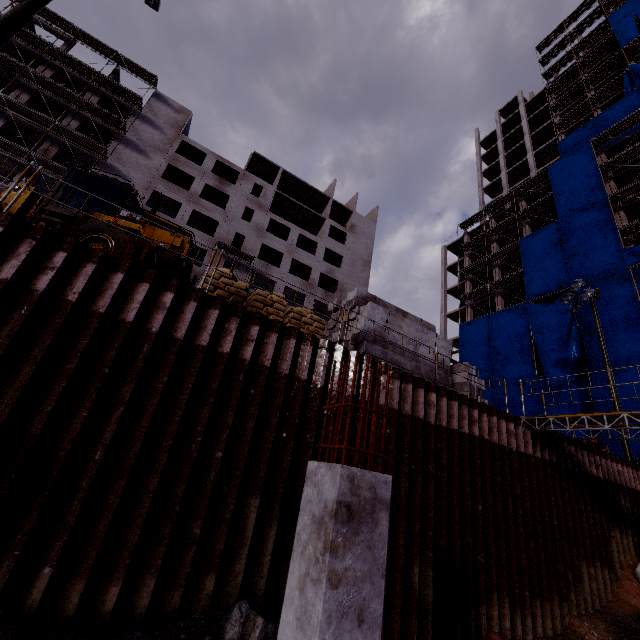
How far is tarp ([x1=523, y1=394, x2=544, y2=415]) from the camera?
27.46m

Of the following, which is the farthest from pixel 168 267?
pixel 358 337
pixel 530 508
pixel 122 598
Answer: pixel 530 508

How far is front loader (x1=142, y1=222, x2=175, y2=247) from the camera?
9.8 meters

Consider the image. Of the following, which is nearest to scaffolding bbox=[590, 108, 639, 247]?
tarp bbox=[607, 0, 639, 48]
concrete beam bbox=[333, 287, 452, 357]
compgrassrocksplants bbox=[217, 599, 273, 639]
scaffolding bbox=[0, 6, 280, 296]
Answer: tarp bbox=[607, 0, 639, 48]

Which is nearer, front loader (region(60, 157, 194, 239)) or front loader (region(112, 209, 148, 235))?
front loader (region(112, 209, 148, 235))

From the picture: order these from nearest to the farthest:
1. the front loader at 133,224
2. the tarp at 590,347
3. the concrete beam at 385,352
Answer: the front loader at 133,224, the concrete beam at 385,352, the tarp at 590,347

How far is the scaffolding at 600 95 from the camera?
37.7 meters

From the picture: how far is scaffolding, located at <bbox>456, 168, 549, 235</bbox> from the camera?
37.34m
